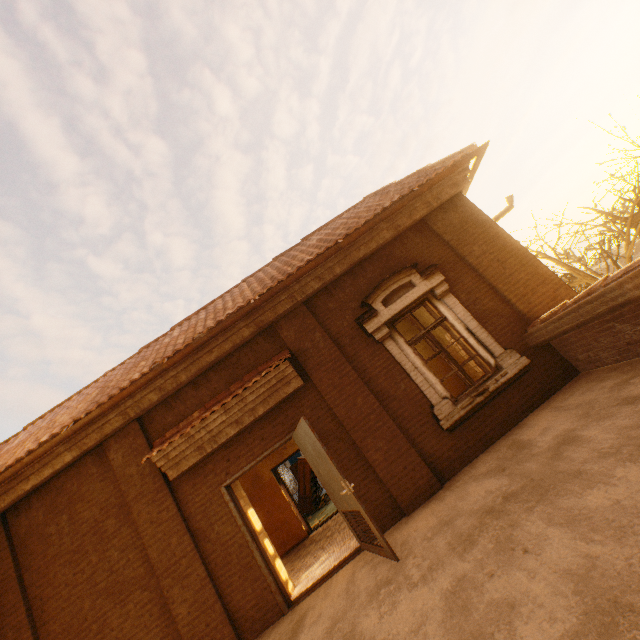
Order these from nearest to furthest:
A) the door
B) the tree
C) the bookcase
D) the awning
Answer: the door, the awning, the tree, the bookcase

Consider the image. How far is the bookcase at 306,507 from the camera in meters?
14.0 m

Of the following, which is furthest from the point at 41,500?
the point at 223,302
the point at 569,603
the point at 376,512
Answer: the point at 569,603

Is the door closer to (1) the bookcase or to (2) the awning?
(2) the awning

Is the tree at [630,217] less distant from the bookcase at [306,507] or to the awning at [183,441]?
the awning at [183,441]

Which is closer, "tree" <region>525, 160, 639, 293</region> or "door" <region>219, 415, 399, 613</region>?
"door" <region>219, 415, 399, 613</region>

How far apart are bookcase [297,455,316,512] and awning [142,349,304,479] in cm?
941

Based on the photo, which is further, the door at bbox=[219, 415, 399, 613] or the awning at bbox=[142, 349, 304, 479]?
the awning at bbox=[142, 349, 304, 479]
